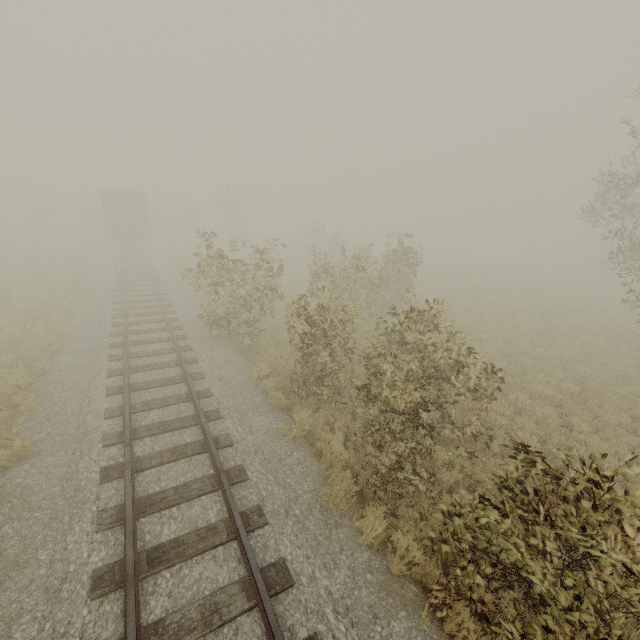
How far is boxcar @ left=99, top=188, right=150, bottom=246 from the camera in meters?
26.6

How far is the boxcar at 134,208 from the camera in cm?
2659

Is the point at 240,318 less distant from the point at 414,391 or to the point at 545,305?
the point at 414,391
